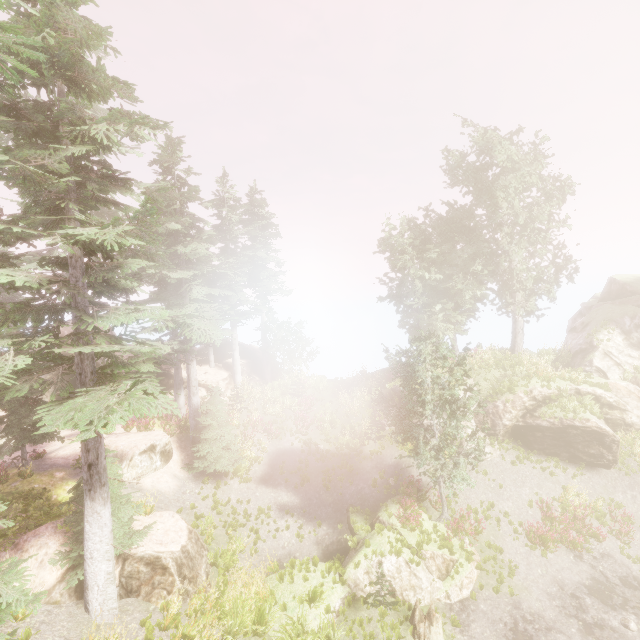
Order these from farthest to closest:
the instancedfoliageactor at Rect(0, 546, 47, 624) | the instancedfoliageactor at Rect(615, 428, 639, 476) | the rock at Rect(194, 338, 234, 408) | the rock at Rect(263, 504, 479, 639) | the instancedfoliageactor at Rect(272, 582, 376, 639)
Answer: the rock at Rect(194, 338, 234, 408), the instancedfoliageactor at Rect(615, 428, 639, 476), the rock at Rect(263, 504, 479, 639), the instancedfoliageactor at Rect(272, 582, 376, 639), the instancedfoliageactor at Rect(0, 546, 47, 624)

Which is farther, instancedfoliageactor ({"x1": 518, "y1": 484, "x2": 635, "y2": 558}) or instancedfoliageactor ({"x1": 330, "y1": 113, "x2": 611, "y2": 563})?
instancedfoliageactor ({"x1": 330, "y1": 113, "x2": 611, "y2": 563})

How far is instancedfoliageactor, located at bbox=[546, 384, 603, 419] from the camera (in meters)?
19.62

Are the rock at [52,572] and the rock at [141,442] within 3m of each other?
no

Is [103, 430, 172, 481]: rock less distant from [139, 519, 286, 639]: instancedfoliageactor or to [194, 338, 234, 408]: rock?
[139, 519, 286, 639]: instancedfoliageactor

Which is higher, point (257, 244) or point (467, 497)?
point (257, 244)

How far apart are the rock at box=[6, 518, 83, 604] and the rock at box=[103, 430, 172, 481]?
4.09m

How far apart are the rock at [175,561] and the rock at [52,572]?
0.4 meters
